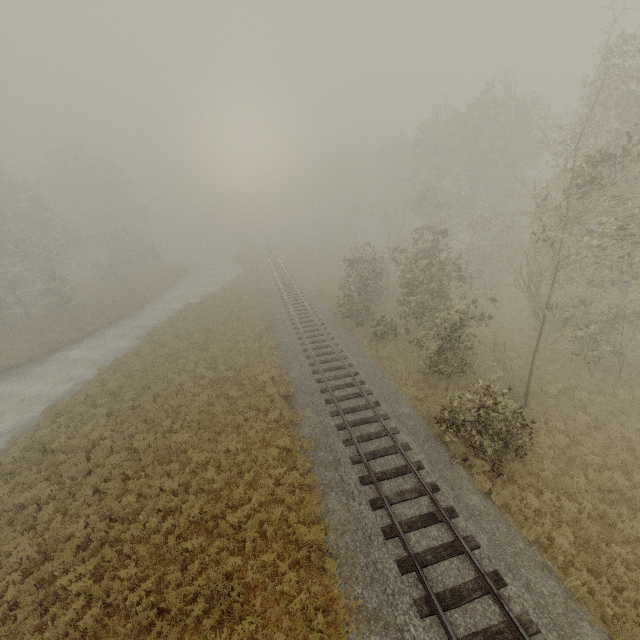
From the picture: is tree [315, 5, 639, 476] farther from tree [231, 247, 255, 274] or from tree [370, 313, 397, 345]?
tree [231, 247, 255, 274]

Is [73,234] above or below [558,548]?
above

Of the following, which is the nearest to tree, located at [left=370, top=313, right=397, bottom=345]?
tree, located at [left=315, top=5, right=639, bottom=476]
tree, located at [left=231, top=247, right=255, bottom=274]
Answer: tree, located at [left=315, top=5, right=639, bottom=476]

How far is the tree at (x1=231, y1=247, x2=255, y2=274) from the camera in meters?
46.5 m

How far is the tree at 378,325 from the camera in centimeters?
2201cm

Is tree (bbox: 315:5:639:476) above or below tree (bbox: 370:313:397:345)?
above

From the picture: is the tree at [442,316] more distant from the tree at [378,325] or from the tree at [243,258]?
the tree at [243,258]
